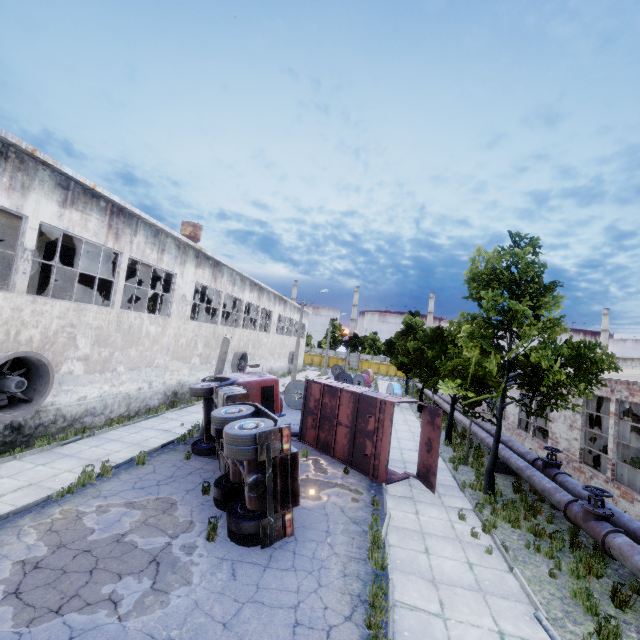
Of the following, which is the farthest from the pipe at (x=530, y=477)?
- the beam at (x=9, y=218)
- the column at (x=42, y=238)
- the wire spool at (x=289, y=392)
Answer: the beam at (x=9, y=218)

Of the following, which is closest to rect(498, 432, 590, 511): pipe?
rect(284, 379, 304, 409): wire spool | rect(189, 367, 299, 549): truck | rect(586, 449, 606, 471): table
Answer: rect(586, 449, 606, 471): table

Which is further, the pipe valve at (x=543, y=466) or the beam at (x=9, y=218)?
the beam at (x=9, y=218)

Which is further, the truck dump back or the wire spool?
the wire spool

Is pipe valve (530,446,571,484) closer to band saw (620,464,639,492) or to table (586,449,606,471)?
band saw (620,464,639,492)

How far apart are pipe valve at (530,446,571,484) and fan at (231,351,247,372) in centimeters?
2087cm

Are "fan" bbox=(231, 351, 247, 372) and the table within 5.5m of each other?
no

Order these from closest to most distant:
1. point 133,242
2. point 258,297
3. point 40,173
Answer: point 40,173 → point 133,242 → point 258,297
